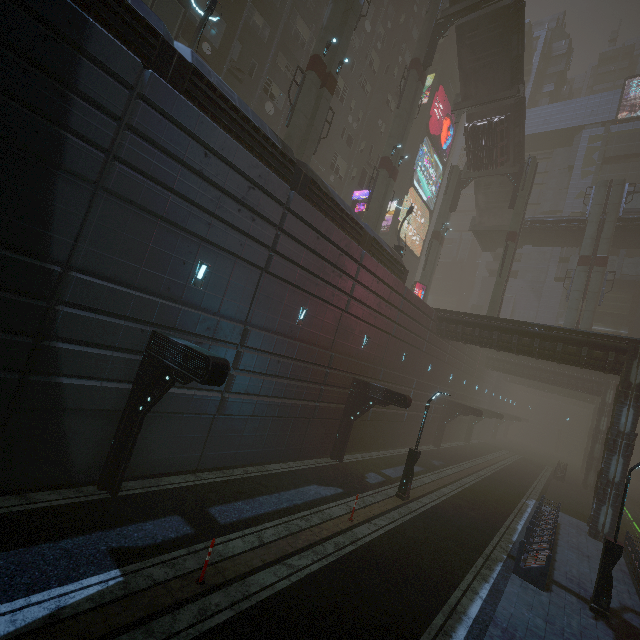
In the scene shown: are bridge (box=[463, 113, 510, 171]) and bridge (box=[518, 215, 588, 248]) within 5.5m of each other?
no

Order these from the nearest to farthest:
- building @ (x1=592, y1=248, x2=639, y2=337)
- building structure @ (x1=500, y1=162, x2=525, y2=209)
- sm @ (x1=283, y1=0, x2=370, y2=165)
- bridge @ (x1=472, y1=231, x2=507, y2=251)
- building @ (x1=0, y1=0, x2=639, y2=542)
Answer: building @ (x1=0, y1=0, x2=639, y2=542)
sm @ (x1=283, y1=0, x2=370, y2=165)
building structure @ (x1=500, y1=162, x2=525, y2=209)
building @ (x1=592, y1=248, x2=639, y2=337)
bridge @ (x1=472, y1=231, x2=507, y2=251)

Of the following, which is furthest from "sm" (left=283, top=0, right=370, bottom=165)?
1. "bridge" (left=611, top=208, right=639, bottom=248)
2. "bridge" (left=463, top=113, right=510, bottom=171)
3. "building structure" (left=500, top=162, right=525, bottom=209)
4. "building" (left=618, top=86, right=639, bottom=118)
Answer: "building" (left=618, top=86, right=639, bottom=118)

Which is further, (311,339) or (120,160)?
(311,339)

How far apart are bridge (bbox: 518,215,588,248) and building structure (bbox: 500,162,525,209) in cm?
588

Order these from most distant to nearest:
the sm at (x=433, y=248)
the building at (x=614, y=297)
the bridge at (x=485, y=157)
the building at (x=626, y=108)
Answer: the building at (x=626, y=108), the building at (x=614, y=297), the sm at (x=433, y=248), the bridge at (x=485, y=157)

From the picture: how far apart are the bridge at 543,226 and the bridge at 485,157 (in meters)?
7.65

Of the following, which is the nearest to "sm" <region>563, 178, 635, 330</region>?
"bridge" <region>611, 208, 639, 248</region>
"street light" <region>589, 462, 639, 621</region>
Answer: "bridge" <region>611, 208, 639, 248</region>
